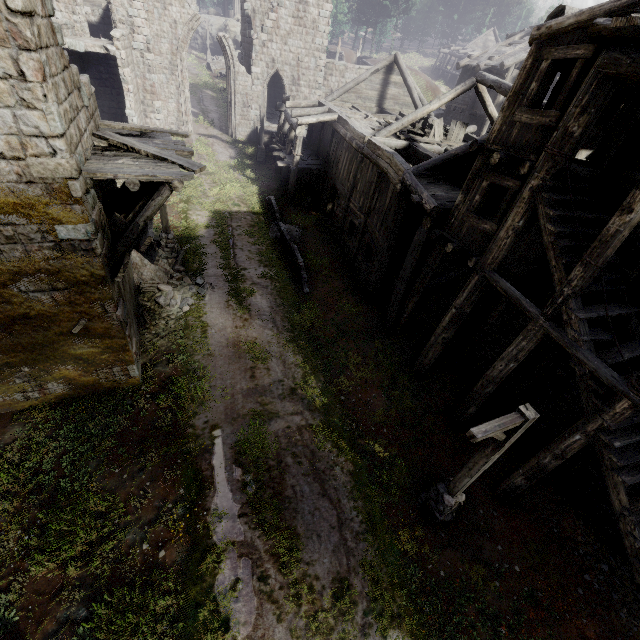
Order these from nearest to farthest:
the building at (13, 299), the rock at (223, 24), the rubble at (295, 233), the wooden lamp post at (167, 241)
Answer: the building at (13, 299) < the wooden lamp post at (167, 241) < the rubble at (295, 233) < the rock at (223, 24)

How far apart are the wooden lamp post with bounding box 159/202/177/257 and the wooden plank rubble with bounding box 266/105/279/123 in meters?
19.3 m

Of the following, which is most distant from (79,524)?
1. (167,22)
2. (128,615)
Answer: (167,22)

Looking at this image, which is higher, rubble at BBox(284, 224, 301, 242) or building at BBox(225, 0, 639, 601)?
building at BBox(225, 0, 639, 601)

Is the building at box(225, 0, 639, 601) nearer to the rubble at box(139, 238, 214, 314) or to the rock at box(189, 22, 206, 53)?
the rubble at box(139, 238, 214, 314)

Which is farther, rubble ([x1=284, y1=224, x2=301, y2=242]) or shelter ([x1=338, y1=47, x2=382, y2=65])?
shelter ([x1=338, y1=47, x2=382, y2=65])

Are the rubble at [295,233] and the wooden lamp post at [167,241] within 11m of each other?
yes

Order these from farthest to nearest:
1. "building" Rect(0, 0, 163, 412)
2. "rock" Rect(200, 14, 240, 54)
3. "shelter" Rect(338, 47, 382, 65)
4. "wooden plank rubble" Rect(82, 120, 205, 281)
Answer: "rock" Rect(200, 14, 240, 54), "shelter" Rect(338, 47, 382, 65), "wooden plank rubble" Rect(82, 120, 205, 281), "building" Rect(0, 0, 163, 412)
